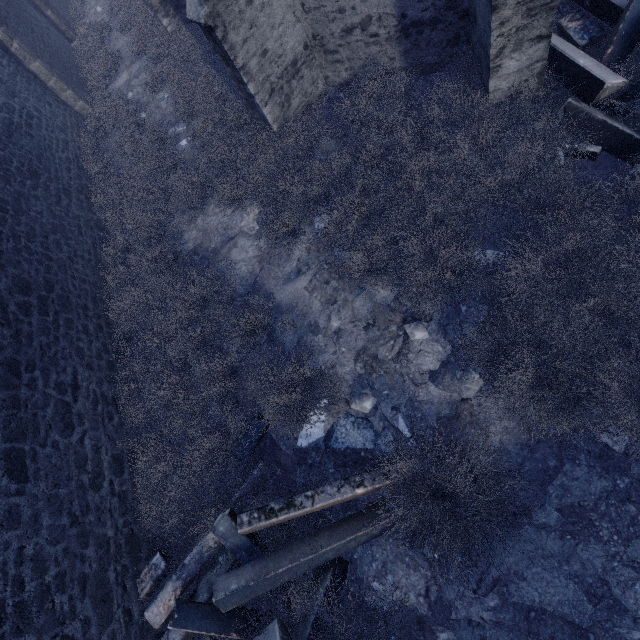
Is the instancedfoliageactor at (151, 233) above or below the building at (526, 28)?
below

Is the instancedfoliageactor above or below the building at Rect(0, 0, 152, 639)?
below

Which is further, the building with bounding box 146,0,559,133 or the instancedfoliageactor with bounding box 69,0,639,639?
the building with bounding box 146,0,559,133

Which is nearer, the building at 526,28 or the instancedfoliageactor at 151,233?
the instancedfoliageactor at 151,233

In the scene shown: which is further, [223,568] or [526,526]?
[223,568]
